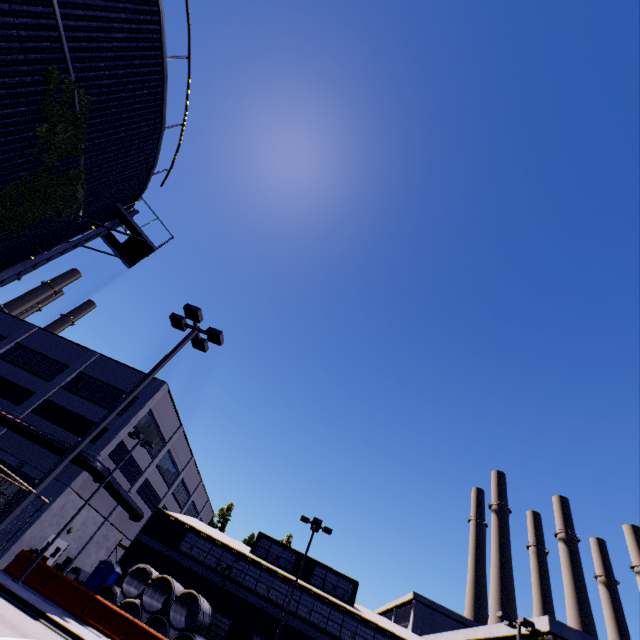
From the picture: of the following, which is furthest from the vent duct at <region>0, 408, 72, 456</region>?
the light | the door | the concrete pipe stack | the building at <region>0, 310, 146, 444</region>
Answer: the light

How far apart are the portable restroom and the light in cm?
2268

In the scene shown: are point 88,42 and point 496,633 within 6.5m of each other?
no

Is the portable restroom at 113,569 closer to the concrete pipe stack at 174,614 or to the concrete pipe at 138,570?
the concrete pipe at 138,570

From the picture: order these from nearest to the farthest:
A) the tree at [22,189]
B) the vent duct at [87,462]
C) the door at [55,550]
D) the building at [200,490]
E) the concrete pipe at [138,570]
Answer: the tree at [22,189], the concrete pipe at [138,570], the vent duct at [87,462], the door at [55,550], the building at [200,490]

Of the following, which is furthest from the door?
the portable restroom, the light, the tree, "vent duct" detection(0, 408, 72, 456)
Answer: the light

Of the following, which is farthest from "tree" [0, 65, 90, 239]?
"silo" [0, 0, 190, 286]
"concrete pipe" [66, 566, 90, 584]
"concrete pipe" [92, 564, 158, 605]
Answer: "concrete pipe" [66, 566, 90, 584]

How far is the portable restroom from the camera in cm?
2370
